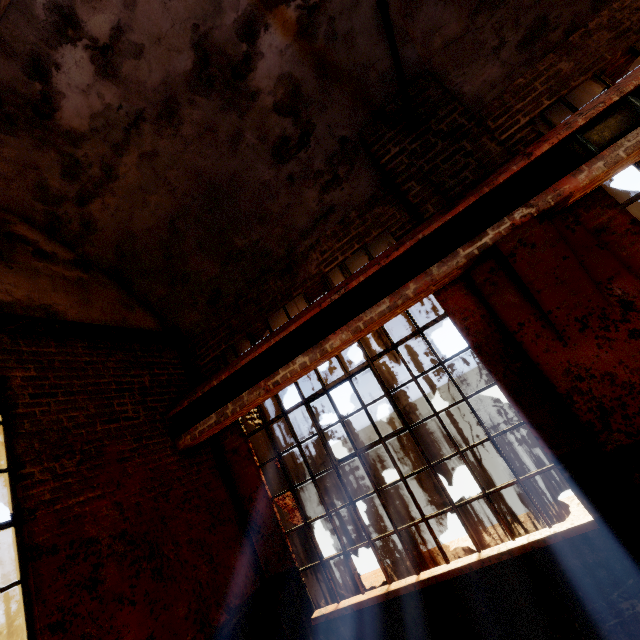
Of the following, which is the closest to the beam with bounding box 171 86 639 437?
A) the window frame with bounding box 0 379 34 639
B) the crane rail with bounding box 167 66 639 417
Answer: the crane rail with bounding box 167 66 639 417

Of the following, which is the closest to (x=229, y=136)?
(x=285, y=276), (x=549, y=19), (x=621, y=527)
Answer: (x=285, y=276)

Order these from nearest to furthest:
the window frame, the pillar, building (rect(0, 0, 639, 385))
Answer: the window frame
building (rect(0, 0, 639, 385))
the pillar

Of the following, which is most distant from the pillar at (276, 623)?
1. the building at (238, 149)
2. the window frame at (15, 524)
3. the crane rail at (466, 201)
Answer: the window frame at (15, 524)

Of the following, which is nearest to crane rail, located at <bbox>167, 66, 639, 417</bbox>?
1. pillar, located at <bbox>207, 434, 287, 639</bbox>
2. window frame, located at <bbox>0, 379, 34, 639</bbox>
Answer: pillar, located at <bbox>207, 434, 287, 639</bbox>

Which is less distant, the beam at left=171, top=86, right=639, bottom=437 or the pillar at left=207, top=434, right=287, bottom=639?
the beam at left=171, top=86, right=639, bottom=437

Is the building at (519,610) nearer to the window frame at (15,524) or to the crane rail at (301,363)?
the crane rail at (301,363)

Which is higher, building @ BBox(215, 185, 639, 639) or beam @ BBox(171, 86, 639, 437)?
beam @ BBox(171, 86, 639, 437)
